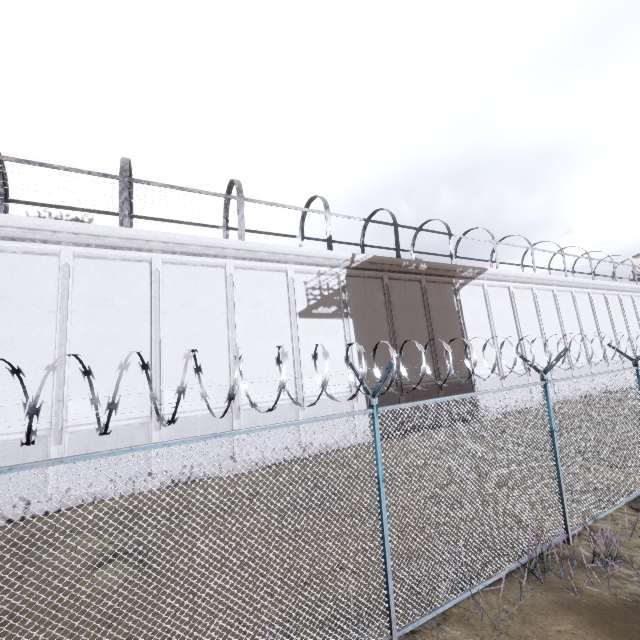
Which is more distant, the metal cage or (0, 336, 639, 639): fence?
the metal cage

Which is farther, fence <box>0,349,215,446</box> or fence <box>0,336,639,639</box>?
fence <box>0,336,639,639</box>

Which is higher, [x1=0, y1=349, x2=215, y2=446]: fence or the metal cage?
the metal cage

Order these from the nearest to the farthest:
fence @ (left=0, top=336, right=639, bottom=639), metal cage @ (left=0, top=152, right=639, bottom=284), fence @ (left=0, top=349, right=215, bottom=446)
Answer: fence @ (left=0, top=349, right=215, bottom=446), fence @ (left=0, top=336, right=639, bottom=639), metal cage @ (left=0, top=152, right=639, bottom=284)

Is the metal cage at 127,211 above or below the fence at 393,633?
above

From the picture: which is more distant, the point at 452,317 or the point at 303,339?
the point at 452,317

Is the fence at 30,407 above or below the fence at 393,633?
above
